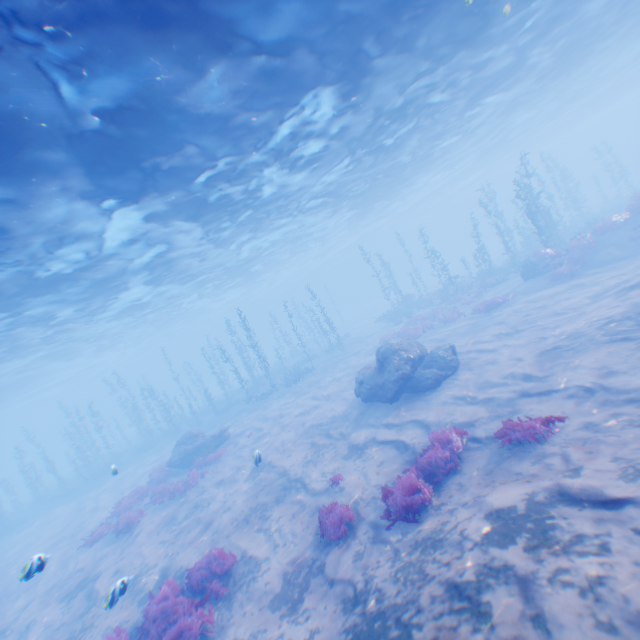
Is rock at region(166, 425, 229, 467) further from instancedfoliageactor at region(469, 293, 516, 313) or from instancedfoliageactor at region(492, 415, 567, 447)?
instancedfoliageactor at region(469, 293, 516, 313)

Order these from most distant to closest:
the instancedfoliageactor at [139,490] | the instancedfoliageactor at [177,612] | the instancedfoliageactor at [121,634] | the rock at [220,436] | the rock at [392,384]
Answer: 1. the rock at [220,436]
2. the instancedfoliageactor at [139,490]
3. the rock at [392,384]
4. the instancedfoliageactor at [121,634]
5. the instancedfoliageactor at [177,612]

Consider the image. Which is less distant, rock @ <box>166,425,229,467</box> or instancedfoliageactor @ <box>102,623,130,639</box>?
instancedfoliageactor @ <box>102,623,130,639</box>

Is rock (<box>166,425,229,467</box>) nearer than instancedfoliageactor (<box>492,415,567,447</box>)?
No

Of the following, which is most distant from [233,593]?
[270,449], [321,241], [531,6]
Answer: [321,241]

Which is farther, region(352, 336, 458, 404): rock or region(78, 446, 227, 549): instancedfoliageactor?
region(78, 446, 227, 549): instancedfoliageactor

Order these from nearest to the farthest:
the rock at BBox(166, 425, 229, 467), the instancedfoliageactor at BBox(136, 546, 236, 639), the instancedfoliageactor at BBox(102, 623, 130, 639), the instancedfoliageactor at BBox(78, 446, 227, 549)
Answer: the instancedfoliageactor at BBox(136, 546, 236, 639)
the instancedfoliageactor at BBox(102, 623, 130, 639)
the instancedfoliageactor at BBox(78, 446, 227, 549)
the rock at BBox(166, 425, 229, 467)

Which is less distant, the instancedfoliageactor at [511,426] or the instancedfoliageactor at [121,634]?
the instancedfoliageactor at [511,426]
